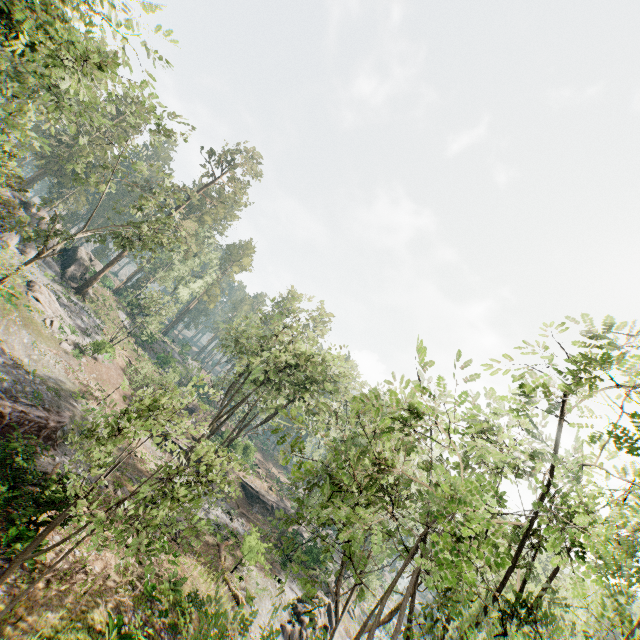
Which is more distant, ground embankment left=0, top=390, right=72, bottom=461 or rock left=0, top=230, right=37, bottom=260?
rock left=0, top=230, right=37, bottom=260

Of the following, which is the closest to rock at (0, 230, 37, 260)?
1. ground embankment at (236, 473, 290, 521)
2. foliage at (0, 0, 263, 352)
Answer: foliage at (0, 0, 263, 352)

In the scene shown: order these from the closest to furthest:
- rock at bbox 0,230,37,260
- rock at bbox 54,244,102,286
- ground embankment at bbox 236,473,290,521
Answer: rock at bbox 0,230,37,260
ground embankment at bbox 236,473,290,521
rock at bbox 54,244,102,286

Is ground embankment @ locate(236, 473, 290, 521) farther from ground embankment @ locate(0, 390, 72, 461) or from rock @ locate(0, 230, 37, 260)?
rock @ locate(0, 230, 37, 260)

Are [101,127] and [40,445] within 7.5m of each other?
no

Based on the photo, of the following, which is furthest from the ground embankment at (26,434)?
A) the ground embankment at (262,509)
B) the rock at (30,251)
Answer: the rock at (30,251)

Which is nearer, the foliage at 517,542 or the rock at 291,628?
the foliage at 517,542

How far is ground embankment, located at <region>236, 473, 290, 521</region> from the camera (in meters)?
40.81
